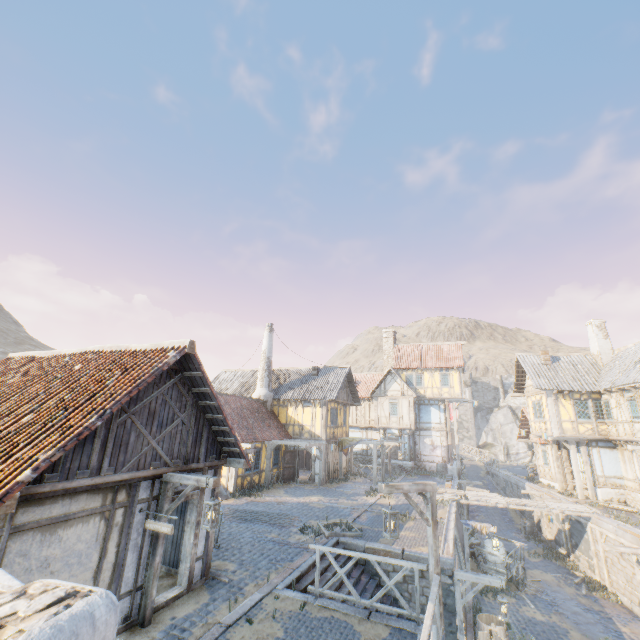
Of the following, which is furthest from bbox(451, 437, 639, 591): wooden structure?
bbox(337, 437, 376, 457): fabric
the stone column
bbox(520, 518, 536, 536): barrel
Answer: the stone column

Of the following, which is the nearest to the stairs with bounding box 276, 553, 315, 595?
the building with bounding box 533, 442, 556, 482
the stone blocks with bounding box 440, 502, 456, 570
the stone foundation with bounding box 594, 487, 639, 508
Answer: the stone blocks with bounding box 440, 502, 456, 570

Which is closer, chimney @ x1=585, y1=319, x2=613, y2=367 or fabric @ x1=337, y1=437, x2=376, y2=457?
chimney @ x1=585, y1=319, x2=613, y2=367

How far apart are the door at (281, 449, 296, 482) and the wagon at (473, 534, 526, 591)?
11.8 meters

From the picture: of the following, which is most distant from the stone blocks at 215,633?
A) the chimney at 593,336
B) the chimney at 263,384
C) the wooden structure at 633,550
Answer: the chimney at 593,336

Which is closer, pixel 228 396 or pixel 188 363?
pixel 188 363

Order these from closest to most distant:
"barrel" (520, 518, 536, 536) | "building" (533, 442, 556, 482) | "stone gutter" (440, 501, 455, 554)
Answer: "stone gutter" (440, 501, 455, 554)
"barrel" (520, 518, 536, 536)
"building" (533, 442, 556, 482)

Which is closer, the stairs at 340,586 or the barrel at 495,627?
the stairs at 340,586
